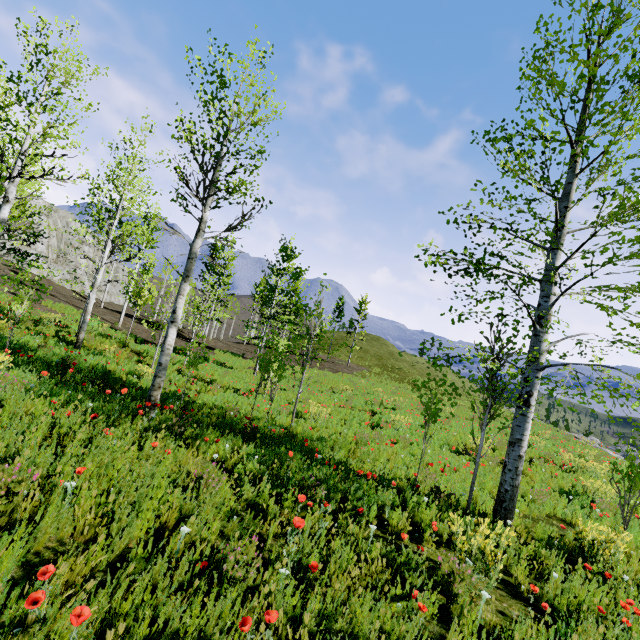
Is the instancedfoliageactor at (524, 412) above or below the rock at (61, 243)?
below

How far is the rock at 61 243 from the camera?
37.69m

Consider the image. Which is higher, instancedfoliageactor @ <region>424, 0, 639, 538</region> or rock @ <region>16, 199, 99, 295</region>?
rock @ <region>16, 199, 99, 295</region>

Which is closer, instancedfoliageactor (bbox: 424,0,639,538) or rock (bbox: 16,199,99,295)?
instancedfoliageactor (bbox: 424,0,639,538)

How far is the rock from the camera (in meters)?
37.69

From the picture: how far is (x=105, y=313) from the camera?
26.7m
